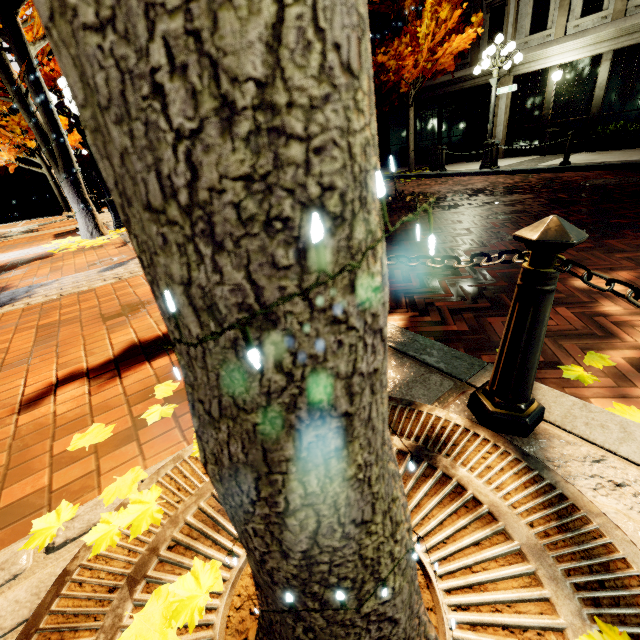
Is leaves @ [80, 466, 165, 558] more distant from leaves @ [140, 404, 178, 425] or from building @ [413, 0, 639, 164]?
building @ [413, 0, 639, 164]

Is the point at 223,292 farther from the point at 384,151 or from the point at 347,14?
the point at 384,151

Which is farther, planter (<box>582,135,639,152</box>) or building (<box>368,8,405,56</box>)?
Answer: building (<box>368,8,405,56</box>)

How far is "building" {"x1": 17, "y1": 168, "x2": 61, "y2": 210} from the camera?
29.5 meters

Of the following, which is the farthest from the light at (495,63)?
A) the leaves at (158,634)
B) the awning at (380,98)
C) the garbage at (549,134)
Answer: the leaves at (158,634)

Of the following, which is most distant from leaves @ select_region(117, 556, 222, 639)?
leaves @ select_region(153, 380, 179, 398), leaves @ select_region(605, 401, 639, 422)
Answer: leaves @ select_region(605, 401, 639, 422)

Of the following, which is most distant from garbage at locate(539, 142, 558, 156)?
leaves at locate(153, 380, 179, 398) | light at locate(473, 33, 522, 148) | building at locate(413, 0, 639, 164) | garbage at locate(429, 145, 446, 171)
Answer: leaves at locate(153, 380, 179, 398)

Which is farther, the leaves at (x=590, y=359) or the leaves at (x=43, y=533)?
the leaves at (x=590, y=359)
